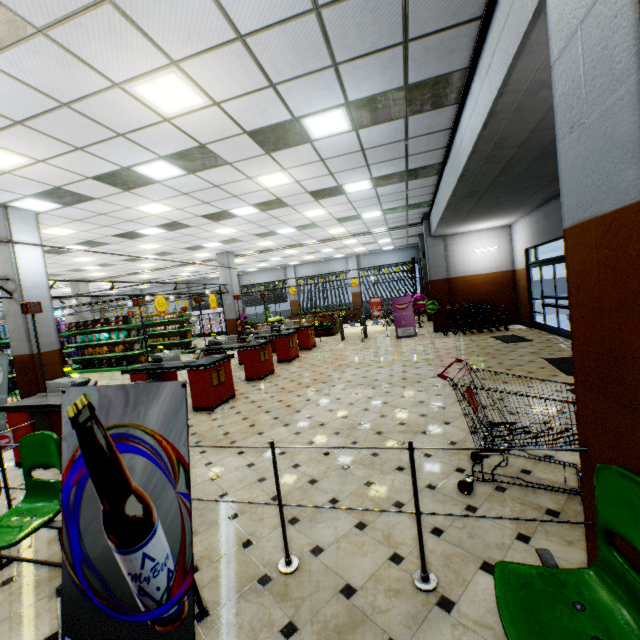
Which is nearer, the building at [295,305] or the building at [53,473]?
the building at [53,473]

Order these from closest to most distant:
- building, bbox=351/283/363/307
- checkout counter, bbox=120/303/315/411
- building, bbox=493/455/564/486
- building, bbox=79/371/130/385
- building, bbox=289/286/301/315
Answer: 1. building, bbox=493/455/564/486
2. checkout counter, bbox=120/303/315/411
3. building, bbox=79/371/130/385
4. building, bbox=351/283/363/307
5. building, bbox=289/286/301/315

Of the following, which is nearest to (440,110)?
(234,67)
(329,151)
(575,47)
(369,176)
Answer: (329,151)

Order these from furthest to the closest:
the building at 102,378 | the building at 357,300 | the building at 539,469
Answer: the building at 357,300 → the building at 102,378 → the building at 539,469

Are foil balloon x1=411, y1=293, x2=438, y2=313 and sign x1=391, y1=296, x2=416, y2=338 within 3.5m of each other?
yes

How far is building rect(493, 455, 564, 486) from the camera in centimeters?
309cm

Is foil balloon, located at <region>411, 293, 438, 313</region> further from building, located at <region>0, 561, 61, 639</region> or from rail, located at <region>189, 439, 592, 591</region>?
rail, located at <region>189, 439, 592, 591</region>

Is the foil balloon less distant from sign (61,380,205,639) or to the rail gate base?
the rail gate base
